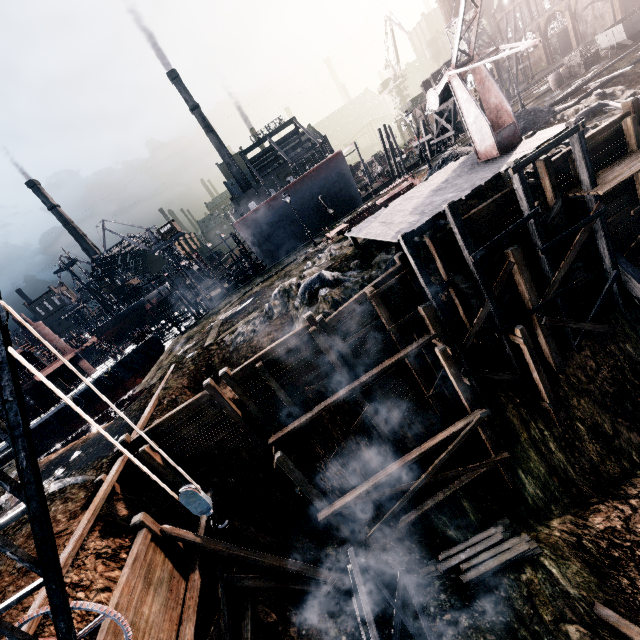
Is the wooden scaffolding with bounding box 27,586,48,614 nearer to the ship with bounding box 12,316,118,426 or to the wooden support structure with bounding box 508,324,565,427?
the wooden support structure with bounding box 508,324,565,427

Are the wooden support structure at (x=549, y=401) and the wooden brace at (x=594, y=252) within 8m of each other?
yes

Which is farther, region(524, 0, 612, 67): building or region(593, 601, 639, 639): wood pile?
region(524, 0, 612, 67): building

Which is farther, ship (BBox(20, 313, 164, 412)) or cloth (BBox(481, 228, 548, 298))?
ship (BBox(20, 313, 164, 412))

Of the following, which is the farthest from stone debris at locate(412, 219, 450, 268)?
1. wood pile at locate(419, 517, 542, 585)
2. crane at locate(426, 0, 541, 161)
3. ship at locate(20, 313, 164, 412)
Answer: ship at locate(20, 313, 164, 412)

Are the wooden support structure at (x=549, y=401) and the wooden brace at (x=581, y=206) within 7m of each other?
yes

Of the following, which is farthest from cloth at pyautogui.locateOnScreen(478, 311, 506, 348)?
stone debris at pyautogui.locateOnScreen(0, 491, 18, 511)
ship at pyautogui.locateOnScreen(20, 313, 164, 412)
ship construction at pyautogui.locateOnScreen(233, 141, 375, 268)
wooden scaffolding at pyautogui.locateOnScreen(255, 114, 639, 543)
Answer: ship at pyautogui.locateOnScreen(20, 313, 164, 412)

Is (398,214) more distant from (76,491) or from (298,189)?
(298,189)
